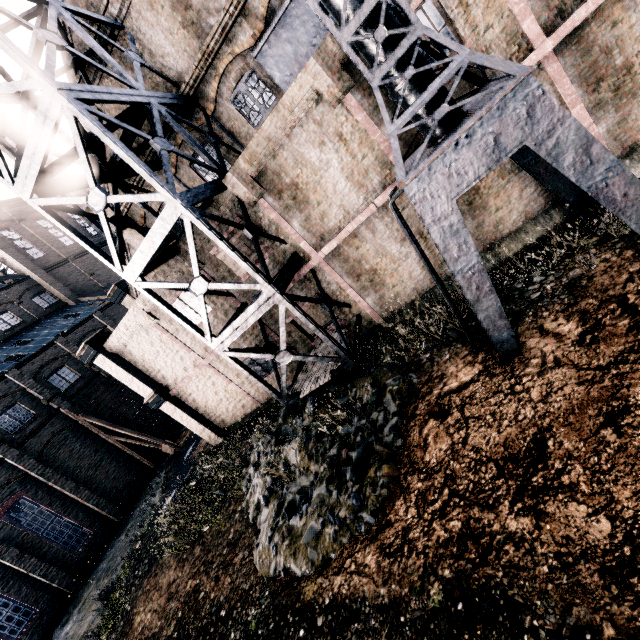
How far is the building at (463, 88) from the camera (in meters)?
9.48

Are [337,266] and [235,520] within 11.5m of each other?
yes

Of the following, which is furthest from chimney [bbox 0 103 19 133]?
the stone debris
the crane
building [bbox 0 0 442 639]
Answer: the crane

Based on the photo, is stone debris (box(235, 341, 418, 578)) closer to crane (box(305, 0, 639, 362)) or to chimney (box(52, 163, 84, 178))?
crane (box(305, 0, 639, 362))

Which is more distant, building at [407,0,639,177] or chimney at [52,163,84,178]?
chimney at [52,163,84,178]

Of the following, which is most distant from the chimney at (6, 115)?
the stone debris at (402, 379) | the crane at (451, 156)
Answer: the crane at (451, 156)

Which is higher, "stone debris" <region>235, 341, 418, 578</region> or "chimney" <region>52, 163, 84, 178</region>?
"chimney" <region>52, 163, 84, 178</region>
